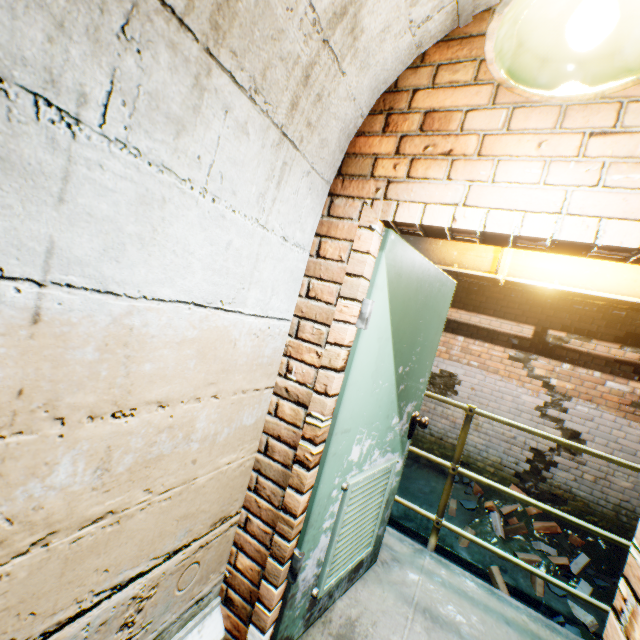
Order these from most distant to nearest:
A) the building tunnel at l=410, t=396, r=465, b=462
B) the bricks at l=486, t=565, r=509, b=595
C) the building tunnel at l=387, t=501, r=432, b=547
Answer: the building tunnel at l=410, t=396, r=465, b=462 → the building tunnel at l=387, t=501, r=432, b=547 → the bricks at l=486, t=565, r=509, b=595

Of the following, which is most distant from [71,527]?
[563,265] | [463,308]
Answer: [463,308]

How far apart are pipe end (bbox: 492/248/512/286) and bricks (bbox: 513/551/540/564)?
3.4m

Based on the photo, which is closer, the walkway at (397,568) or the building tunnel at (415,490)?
the walkway at (397,568)

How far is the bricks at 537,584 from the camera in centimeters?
373cm

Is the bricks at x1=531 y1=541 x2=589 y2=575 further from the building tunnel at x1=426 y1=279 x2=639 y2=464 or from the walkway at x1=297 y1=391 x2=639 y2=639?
the walkway at x1=297 y1=391 x2=639 y2=639

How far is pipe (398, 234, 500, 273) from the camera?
3.78m

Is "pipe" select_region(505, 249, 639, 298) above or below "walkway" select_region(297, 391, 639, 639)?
above
